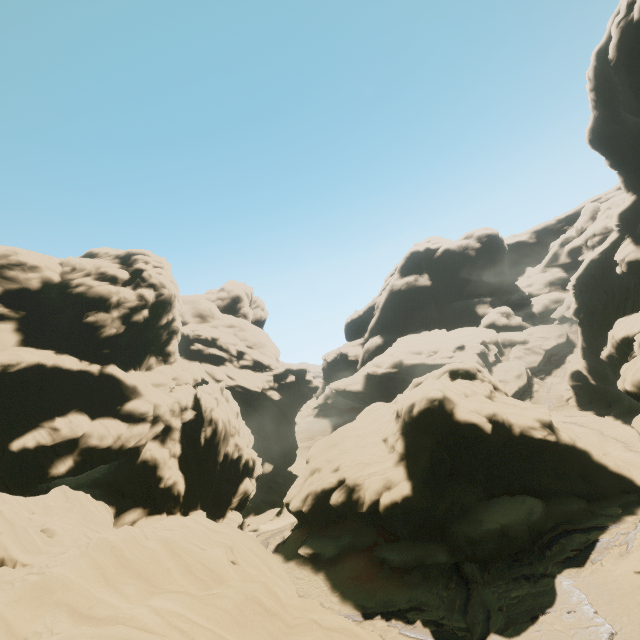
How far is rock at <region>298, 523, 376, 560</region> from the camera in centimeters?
2536cm

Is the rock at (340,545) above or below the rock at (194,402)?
below

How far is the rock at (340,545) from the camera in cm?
2536

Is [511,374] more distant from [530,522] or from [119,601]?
[119,601]

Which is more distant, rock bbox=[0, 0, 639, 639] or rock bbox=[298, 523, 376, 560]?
rock bbox=[298, 523, 376, 560]

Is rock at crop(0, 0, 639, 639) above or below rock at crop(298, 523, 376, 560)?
above
